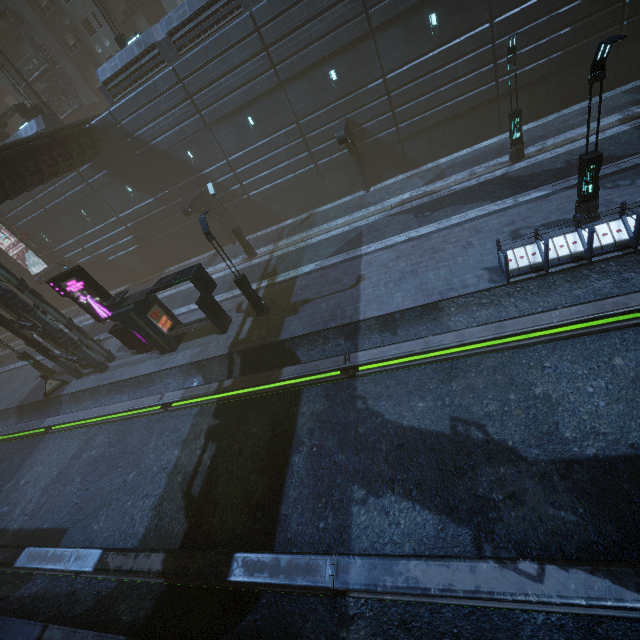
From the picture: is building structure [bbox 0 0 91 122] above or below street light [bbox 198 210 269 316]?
above

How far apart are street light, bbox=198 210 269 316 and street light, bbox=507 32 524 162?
15.1 meters

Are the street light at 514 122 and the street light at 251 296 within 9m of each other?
no

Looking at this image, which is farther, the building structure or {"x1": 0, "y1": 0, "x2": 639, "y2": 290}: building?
the building structure

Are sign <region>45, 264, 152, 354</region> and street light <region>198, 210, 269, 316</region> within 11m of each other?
yes

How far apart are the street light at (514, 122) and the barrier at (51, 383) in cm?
3056

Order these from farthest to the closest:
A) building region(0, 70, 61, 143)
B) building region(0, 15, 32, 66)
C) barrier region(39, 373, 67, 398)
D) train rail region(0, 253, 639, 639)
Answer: building region(0, 15, 32, 66), building region(0, 70, 61, 143), barrier region(39, 373, 67, 398), train rail region(0, 253, 639, 639)

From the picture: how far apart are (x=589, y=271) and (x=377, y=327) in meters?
7.3 m
